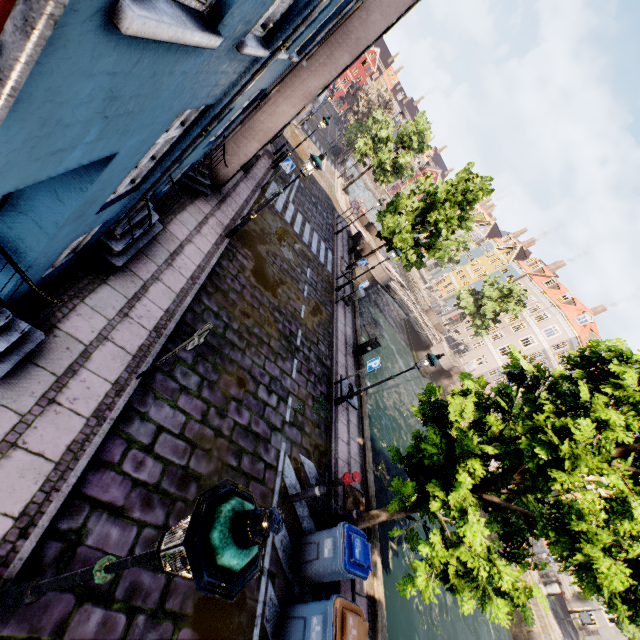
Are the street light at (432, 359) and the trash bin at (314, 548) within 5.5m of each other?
yes

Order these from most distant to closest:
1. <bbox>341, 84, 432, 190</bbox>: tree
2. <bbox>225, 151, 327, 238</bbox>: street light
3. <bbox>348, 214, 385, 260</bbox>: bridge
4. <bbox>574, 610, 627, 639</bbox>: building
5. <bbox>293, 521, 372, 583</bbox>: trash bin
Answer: <bbox>341, 84, 432, 190</bbox>: tree
<bbox>348, 214, 385, 260</bbox>: bridge
<bbox>574, 610, 627, 639</bbox>: building
<bbox>225, 151, 327, 238</bbox>: street light
<bbox>293, 521, 372, 583</bbox>: trash bin

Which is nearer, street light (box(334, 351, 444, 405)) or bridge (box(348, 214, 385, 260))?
street light (box(334, 351, 444, 405))

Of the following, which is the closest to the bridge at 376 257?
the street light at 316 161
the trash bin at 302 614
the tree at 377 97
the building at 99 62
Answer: the tree at 377 97

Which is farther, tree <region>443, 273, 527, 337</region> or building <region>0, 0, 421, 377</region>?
tree <region>443, 273, 527, 337</region>

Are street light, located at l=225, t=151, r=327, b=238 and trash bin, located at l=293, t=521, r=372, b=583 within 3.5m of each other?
no

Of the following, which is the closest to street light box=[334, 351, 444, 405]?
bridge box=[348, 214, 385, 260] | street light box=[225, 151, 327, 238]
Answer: street light box=[225, 151, 327, 238]

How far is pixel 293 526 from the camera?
7.0 meters
